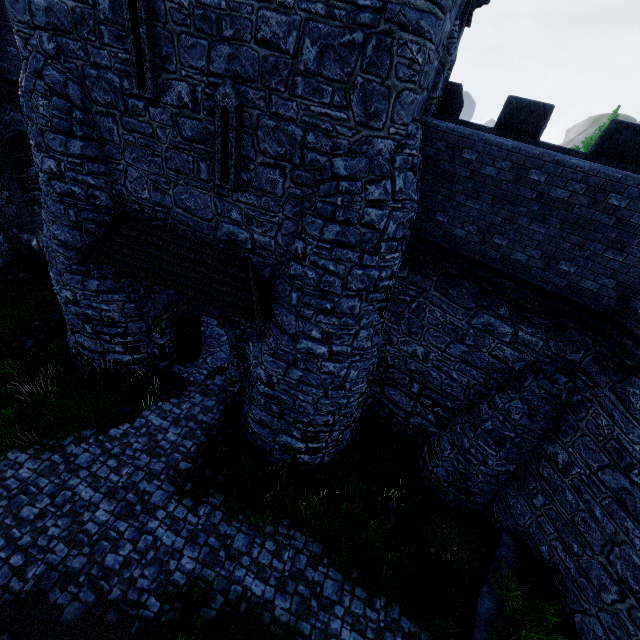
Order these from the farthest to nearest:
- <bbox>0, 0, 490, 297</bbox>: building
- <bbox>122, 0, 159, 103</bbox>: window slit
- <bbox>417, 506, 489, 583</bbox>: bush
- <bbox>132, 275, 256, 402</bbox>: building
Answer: <bbox>132, 275, 256, 402</bbox>: building → <bbox>417, 506, 489, 583</bbox>: bush → <bbox>122, 0, 159, 103</bbox>: window slit → <bbox>0, 0, 490, 297</bbox>: building

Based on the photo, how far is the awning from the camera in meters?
8.8 m

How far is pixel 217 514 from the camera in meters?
9.6

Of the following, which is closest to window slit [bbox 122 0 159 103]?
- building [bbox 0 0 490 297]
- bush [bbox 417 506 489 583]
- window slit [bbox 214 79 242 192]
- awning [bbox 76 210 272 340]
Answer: building [bbox 0 0 490 297]

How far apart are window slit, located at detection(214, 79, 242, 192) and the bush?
11.1 meters

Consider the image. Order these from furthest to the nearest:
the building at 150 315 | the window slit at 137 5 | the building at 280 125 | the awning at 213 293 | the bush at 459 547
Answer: the building at 150 315, the bush at 459 547, the awning at 213 293, the window slit at 137 5, the building at 280 125

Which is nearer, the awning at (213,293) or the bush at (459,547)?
the awning at (213,293)

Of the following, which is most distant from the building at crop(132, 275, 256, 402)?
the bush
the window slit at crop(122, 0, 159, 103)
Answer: the bush
